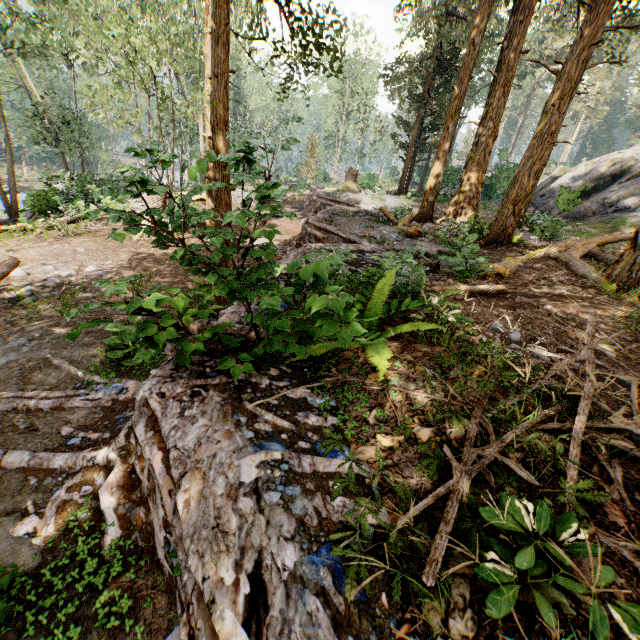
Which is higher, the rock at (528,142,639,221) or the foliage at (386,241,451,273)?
the rock at (528,142,639,221)

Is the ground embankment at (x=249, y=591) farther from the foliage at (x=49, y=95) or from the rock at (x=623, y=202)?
the rock at (x=623, y=202)

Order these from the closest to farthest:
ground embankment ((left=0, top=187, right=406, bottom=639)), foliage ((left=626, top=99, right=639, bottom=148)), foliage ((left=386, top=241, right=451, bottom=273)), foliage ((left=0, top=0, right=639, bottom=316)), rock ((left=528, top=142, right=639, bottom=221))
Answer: ground embankment ((left=0, top=187, right=406, bottom=639))
foliage ((left=386, top=241, right=451, bottom=273))
foliage ((left=0, top=0, right=639, bottom=316))
rock ((left=528, top=142, right=639, bottom=221))
foliage ((left=626, top=99, right=639, bottom=148))

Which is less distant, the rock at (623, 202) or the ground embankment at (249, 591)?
the ground embankment at (249, 591)

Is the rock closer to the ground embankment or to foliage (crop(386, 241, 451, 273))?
foliage (crop(386, 241, 451, 273))

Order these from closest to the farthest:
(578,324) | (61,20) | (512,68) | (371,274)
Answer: (578,324)
(371,274)
(512,68)
(61,20)

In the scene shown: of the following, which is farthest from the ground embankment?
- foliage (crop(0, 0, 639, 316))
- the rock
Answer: the rock
